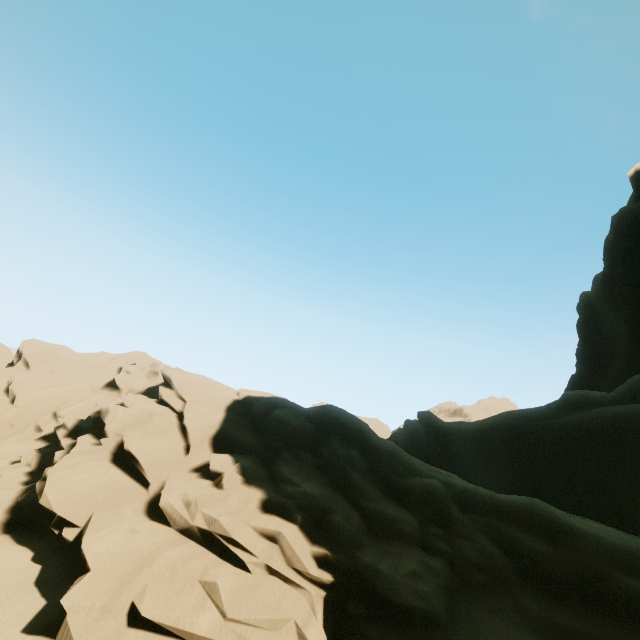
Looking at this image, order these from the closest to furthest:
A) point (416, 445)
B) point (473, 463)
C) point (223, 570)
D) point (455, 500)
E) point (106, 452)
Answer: point (223, 570)
point (106, 452)
point (455, 500)
point (473, 463)
point (416, 445)
